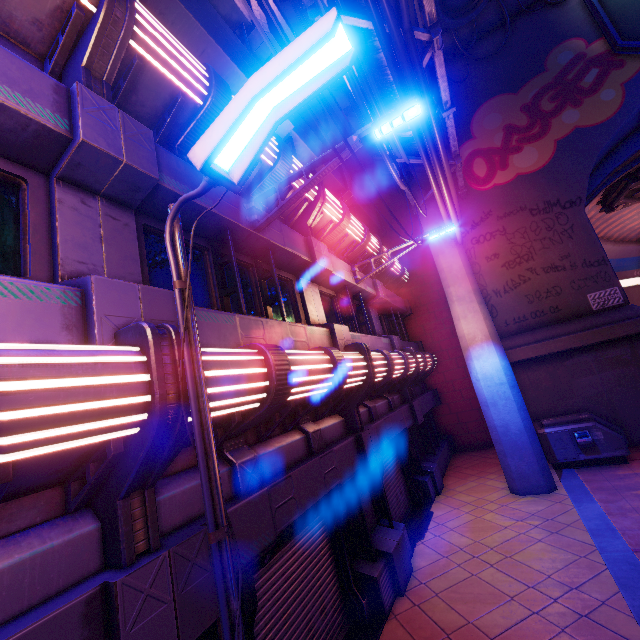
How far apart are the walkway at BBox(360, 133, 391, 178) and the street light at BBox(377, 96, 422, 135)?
11.48m

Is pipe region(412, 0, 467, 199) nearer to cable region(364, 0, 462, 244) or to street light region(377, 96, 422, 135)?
cable region(364, 0, 462, 244)

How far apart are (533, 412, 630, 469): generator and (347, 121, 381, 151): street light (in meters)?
10.27

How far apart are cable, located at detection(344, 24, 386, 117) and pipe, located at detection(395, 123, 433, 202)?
0.0 meters

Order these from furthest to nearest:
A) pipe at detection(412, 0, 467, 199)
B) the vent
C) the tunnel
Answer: the vent
the tunnel
pipe at detection(412, 0, 467, 199)

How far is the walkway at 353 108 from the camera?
11.80m

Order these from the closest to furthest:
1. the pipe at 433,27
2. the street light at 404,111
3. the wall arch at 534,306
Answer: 1. the street light at 404,111
2. the pipe at 433,27
3. the wall arch at 534,306

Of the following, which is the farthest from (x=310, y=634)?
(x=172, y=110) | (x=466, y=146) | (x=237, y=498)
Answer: (x=466, y=146)
